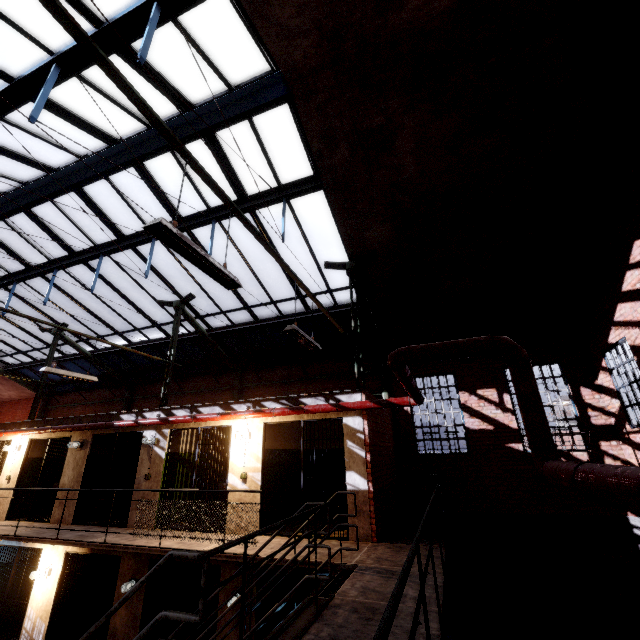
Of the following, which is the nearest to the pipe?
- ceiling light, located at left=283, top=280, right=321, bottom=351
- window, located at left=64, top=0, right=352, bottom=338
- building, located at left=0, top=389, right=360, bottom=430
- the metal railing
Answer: building, located at left=0, top=389, right=360, bottom=430

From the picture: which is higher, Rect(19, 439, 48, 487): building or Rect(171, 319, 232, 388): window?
Rect(171, 319, 232, 388): window

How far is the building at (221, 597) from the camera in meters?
6.9 m

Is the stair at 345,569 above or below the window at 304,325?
below

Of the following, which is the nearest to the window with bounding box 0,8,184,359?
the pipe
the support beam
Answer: the support beam

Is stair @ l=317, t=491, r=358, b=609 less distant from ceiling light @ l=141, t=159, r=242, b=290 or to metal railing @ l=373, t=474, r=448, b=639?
metal railing @ l=373, t=474, r=448, b=639

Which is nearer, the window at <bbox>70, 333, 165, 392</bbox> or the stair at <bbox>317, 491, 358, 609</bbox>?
the stair at <bbox>317, 491, 358, 609</bbox>

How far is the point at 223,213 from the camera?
8.05m
